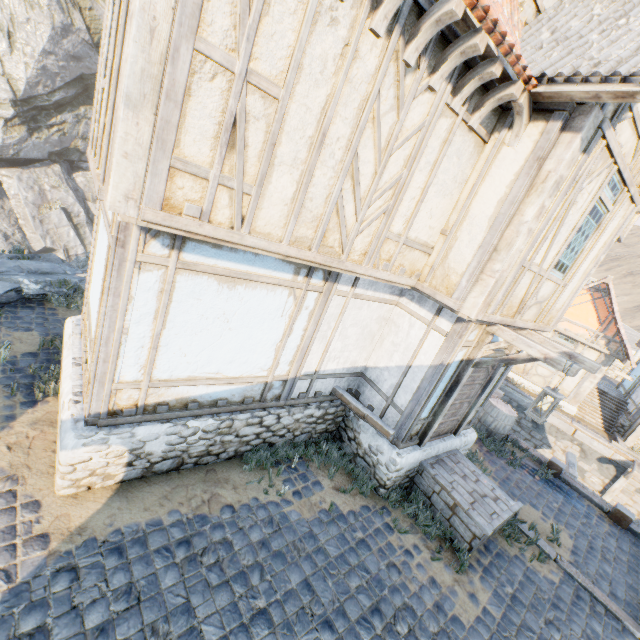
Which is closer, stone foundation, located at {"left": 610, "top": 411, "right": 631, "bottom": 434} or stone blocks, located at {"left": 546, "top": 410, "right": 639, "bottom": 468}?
stone blocks, located at {"left": 546, "top": 410, "right": 639, "bottom": 468}

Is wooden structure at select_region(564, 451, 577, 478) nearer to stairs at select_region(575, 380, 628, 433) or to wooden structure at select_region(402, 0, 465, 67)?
stairs at select_region(575, 380, 628, 433)

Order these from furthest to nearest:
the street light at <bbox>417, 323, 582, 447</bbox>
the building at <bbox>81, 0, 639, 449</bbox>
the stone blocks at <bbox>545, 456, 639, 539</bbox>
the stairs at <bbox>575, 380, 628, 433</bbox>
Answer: the stairs at <bbox>575, 380, 628, 433</bbox> < the stone blocks at <bbox>545, 456, 639, 539</bbox> < the street light at <bbox>417, 323, 582, 447</bbox> < the building at <bbox>81, 0, 639, 449</bbox>

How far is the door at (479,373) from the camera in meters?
6.6 m

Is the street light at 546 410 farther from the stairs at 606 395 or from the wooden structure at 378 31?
the stairs at 606 395

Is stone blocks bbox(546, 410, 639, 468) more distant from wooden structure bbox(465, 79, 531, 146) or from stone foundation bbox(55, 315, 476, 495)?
wooden structure bbox(465, 79, 531, 146)

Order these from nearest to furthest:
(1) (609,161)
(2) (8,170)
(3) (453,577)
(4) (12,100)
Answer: (1) (609,161) < (3) (453,577) < (4) (12,100) < (2) (8,170)

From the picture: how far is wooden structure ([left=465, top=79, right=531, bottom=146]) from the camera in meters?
4.1
